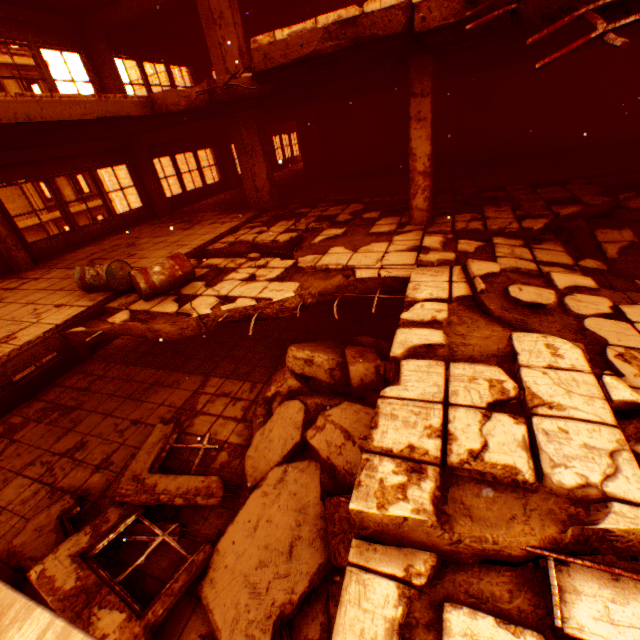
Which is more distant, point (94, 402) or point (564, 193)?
point (94, 402)

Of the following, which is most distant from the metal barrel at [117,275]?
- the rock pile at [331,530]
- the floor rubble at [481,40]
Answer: the floor rubble at [481,40]

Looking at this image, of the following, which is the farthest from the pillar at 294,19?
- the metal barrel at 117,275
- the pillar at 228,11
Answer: the metal barrel at 117,275

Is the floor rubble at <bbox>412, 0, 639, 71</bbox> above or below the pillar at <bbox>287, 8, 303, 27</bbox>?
below

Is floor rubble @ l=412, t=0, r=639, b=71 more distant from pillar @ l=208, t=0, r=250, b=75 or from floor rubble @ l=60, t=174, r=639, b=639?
floor rubble @ l=60, t=174, r=639, b=639

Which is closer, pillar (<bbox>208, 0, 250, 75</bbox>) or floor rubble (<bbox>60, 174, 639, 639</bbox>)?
floor rubble (<bbox>60, 174, 639, 639</bbox>)

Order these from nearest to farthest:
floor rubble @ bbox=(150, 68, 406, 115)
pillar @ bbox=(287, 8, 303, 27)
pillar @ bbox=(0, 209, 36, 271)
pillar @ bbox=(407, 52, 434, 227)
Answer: pillar @ bbox=(407, 52, 434, 227) < floor rubble @ bbox=(150, 68, 406, 115) < pillar @ bbox=(0, 209, 36, 271) < pillar @ bbox=(287, 8, 303, 27)

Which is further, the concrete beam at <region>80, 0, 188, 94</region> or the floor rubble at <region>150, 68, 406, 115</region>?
the concrete beam at <region>80, 0, 188, 94</region>
